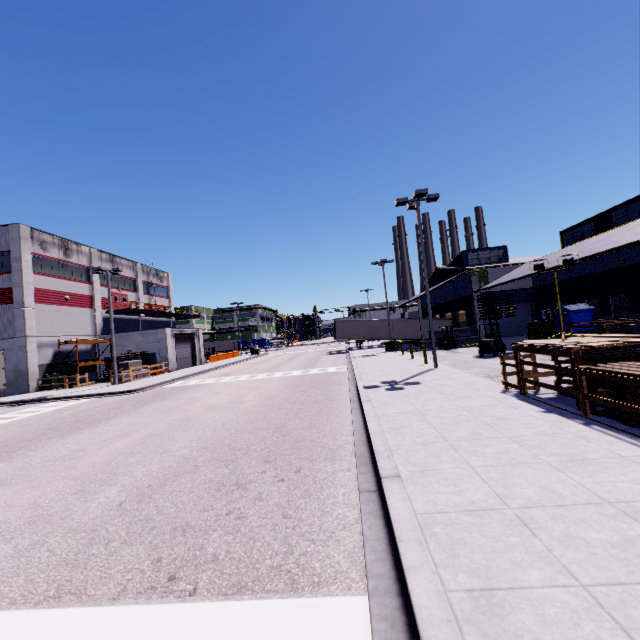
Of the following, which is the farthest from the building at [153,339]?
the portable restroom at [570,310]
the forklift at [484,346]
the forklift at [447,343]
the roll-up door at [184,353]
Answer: the forklift at [484,346]

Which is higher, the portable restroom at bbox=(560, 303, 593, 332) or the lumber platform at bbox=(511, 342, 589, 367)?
the portable restroom at bbox=(560, 303, 593, 332)

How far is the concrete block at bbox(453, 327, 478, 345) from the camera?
33.16m

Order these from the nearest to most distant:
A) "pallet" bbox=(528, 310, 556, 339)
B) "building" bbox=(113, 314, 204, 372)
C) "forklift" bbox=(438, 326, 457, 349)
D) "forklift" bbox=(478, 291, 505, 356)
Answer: "forklift" bbox=(478, 291, 505, 356) < "pallet" bbox=(528, 310, 556, 339) < "forklift" bbox=(438, 326, 457, 349) < "building" bbox=(113, 314, 204, 372)

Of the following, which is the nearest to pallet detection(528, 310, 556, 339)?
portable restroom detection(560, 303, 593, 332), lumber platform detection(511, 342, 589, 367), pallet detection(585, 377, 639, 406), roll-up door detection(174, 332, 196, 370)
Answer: portable restroom detection(560, 303, 593, 332)

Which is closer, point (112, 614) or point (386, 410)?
point (112, 614)

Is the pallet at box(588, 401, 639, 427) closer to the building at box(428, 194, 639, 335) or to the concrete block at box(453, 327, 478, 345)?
the building at box(428, 194, 639, 335)

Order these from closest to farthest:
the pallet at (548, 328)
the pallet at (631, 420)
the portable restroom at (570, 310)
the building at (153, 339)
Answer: the pallet at (631, 420) → the portable restroom at (570, 310) → the pallet at (548, 328) → the building at (153, 339)
